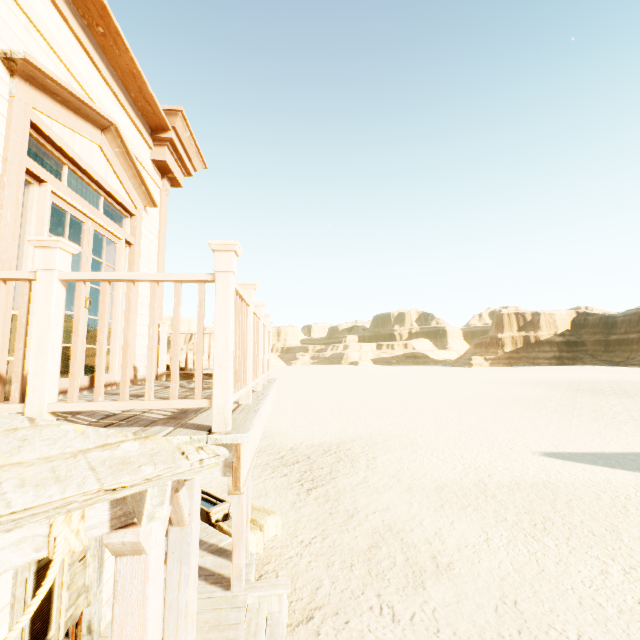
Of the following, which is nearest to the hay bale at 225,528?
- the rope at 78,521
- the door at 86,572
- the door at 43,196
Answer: the door at 86,572

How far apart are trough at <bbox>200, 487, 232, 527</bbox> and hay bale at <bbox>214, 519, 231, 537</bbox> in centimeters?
22cm

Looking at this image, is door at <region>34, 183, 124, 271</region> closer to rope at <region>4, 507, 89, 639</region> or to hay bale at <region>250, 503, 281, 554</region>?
rope at <region>4, 507, 89, 639</region>

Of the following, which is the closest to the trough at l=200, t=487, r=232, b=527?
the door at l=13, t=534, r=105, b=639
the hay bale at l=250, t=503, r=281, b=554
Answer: the hay bale at l=250, t=503, r=281, b=554

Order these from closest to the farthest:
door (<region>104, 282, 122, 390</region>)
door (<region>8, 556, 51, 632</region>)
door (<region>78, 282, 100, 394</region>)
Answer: door (<region>8, 556, 51, 632</region>)
door (<region>78, 282, 100, 394</region>)
door (<region>104, 282, 122, 390</region>)

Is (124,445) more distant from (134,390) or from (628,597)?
(628,597)

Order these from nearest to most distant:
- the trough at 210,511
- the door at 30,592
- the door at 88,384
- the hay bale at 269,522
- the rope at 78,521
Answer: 1. the rope at 78,521
2. the door at 30,592
3. the door at 88,384
4. the hay bale at 269,522
5. the trough at 210,511

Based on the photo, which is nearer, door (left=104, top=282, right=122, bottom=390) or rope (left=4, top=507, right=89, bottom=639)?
rope (left=4, top=507, right=89, bottom=639)
